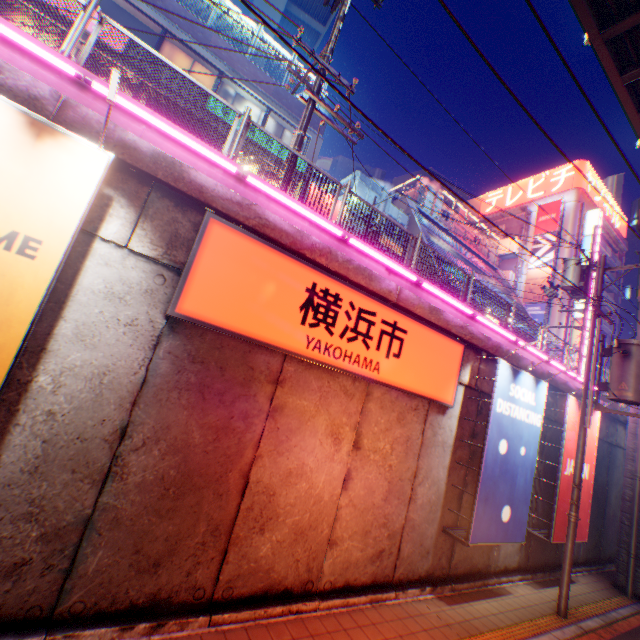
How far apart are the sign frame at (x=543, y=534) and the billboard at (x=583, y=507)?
0.0m

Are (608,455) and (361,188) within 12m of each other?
no

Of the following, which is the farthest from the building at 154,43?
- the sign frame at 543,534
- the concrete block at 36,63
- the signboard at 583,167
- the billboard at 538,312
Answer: the signboard at 583,167

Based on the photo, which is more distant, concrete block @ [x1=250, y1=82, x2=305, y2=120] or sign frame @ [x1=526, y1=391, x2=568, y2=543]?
concrete block @ [x1=250, y1=82, x2=305, y2=120]

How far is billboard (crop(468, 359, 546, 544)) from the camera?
7.6 meters

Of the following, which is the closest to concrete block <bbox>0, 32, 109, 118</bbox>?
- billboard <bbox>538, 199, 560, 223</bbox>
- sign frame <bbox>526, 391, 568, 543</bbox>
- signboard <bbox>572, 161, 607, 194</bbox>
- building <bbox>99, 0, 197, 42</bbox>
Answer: sign frame <bbox>526, 391, 568, 543</bbox>

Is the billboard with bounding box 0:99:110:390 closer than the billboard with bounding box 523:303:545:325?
Yes

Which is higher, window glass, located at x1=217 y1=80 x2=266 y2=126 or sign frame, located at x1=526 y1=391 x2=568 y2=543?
window glass, located at x1=217 y1=80 x2=266 y2=126
